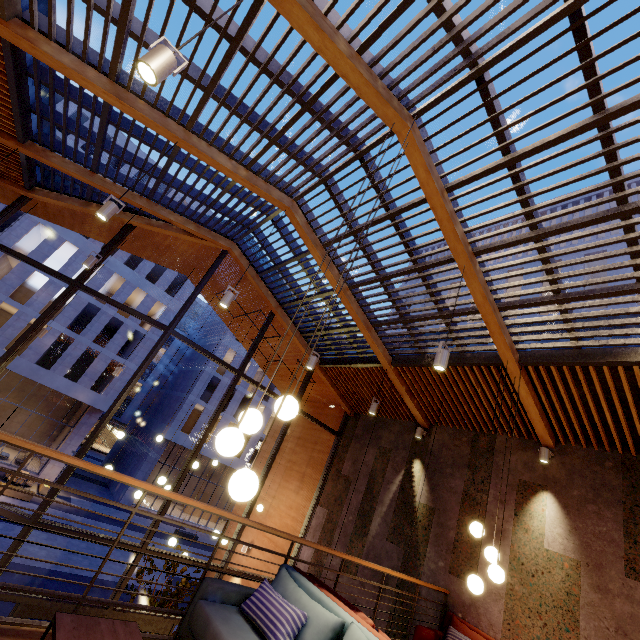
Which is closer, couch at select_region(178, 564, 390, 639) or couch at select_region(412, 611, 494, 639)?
couch at select_region(178, 564, 390, 639)

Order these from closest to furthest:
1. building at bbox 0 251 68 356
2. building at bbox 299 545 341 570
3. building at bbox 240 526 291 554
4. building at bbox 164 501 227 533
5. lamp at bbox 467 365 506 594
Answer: lamp at bbox 467 365 506 594, building at bbox 299 545 341 570, building at bbox 240 526 291 554, building at bbox 0 251 68 356, building at bbox 164 501 227 533

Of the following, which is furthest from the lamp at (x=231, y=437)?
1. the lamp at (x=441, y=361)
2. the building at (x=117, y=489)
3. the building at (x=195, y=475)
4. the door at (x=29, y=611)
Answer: the building at (x=117, y=489)

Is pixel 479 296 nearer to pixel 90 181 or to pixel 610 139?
pixel 610 139

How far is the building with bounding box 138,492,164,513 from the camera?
28.5m

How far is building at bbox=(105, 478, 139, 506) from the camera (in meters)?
26.95

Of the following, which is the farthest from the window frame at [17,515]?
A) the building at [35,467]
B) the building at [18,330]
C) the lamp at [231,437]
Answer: the building at [35,467]

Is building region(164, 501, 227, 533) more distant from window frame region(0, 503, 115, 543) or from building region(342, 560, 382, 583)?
window frame region(0, 503, 115, 543)
